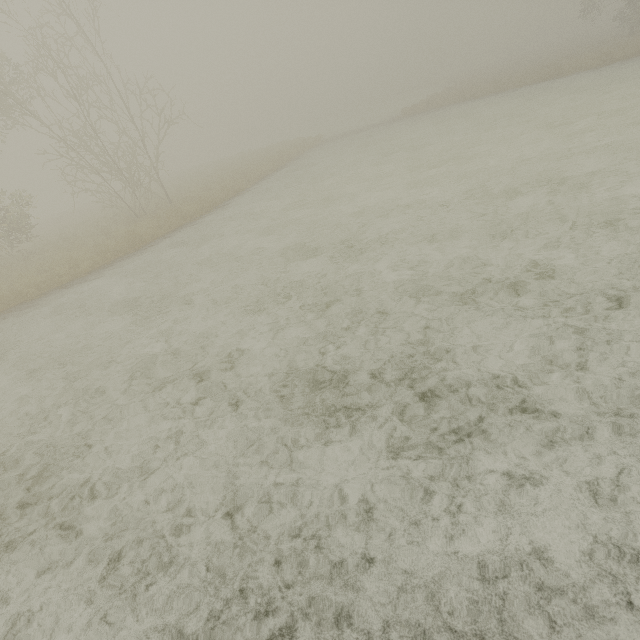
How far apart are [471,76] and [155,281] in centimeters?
4893cm
